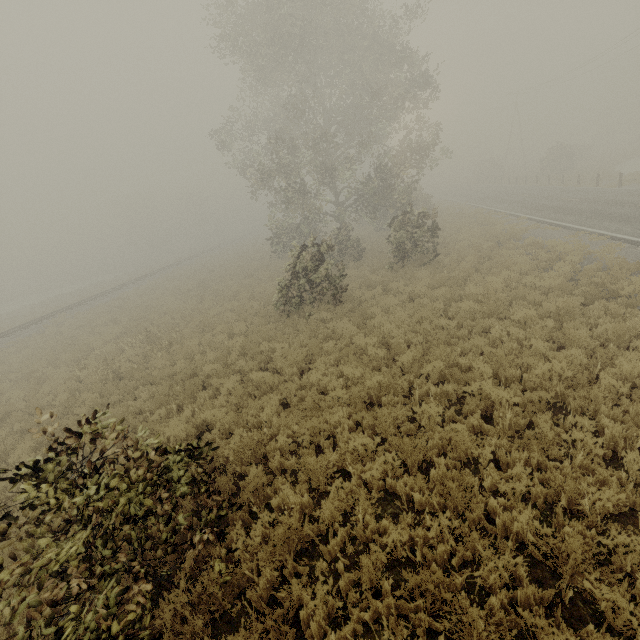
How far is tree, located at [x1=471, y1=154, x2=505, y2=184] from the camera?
52.36m

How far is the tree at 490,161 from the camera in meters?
52.4 m

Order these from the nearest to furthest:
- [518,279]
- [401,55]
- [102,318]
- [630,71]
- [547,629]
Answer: [547,629], [518,279], [401,55], [102,318], [630,71]
